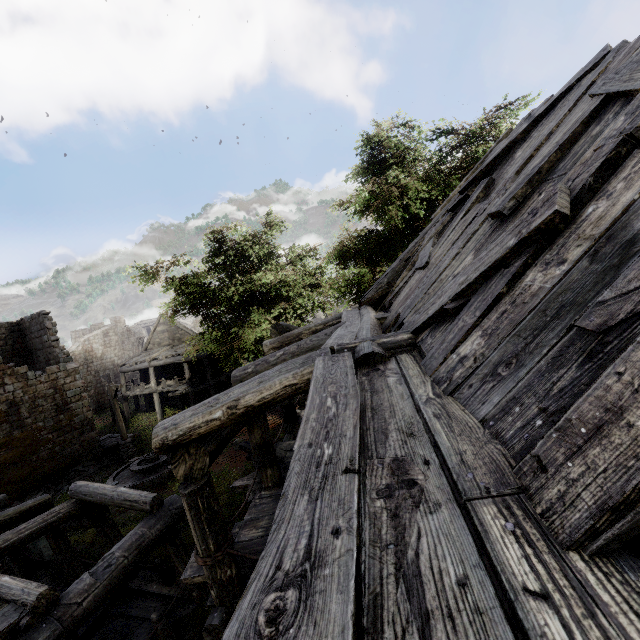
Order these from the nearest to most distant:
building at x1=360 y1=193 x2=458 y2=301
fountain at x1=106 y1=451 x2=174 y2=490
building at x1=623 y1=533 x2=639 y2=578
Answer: building at x1=623 y1=533 x2=639 y2=578, building at x1=360 y1=193 x2=458 y2=301, fountain at x1=106 y1=451 x2=174 y2=490

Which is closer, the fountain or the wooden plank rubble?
the wooden plank rubble

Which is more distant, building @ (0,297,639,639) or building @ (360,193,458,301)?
building @ (360,193,458,301)

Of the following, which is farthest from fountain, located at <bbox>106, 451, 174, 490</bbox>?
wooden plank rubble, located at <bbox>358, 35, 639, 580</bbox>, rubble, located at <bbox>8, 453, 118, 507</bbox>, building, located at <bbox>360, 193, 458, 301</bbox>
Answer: wooden plank rubble, located at <bbox>358, 35, 639, 580</bbox>

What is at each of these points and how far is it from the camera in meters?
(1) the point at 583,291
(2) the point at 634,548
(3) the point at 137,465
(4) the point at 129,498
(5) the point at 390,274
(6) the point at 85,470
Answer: (1) wooden plank rubble, 1.7 m
(2) building, 0.9 m
(3) fountain, 16.3 m
(4) building, 7.4 m
(5) building, 7.7 m
(6) rubble, 19.0 m

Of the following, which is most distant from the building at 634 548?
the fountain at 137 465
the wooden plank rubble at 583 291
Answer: the fountain at 137 465

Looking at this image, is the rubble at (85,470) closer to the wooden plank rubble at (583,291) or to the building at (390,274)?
the building at (390,274)

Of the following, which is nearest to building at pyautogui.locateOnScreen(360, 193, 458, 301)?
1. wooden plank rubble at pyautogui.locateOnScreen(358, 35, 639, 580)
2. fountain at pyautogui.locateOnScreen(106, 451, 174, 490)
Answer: wooden plank rubble at pyautogui.locateOnScreen(358, 35, 639, 580)
